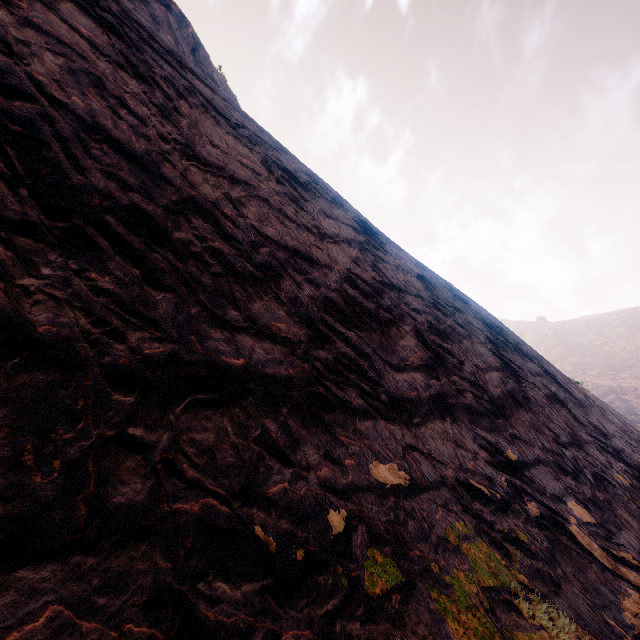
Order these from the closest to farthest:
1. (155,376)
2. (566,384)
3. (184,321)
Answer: Answer: (155,376) < (184,321) < (566,384)
